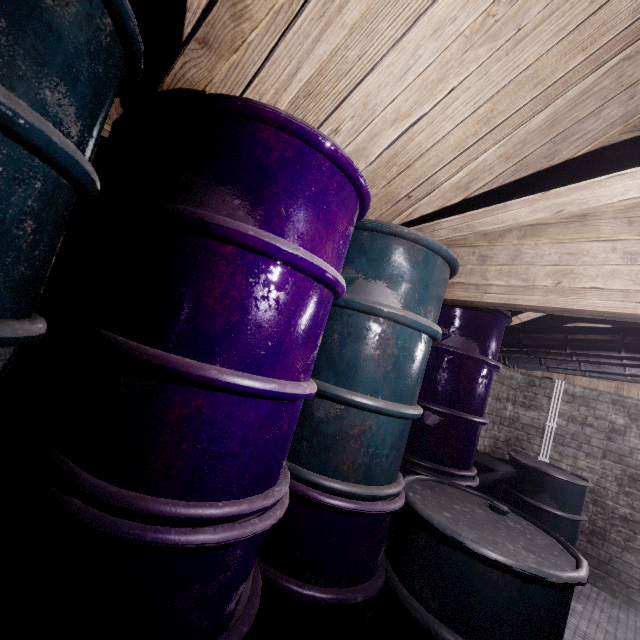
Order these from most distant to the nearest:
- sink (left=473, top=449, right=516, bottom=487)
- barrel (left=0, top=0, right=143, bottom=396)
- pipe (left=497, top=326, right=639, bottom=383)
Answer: sink (left=473, top=449, right=516, bottom=487)
pipe (left=497, top=326, right=639, bottom=383)
barrel (left=0, top=0, right=143, bottom=396)

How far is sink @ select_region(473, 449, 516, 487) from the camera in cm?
273

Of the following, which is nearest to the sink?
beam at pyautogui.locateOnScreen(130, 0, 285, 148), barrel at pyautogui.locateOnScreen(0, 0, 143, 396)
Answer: beam at pyautogui.locateOnScreen(130, 0, 285, 148)

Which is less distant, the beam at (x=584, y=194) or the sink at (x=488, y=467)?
the beam at (x=584, y=194)

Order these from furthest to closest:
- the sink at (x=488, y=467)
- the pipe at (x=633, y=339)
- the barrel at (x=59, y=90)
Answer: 1. the sink at (x=488, y=467)
2. the pipe at (x=633, y=339)
3. the barrel at (x=59, y=90)

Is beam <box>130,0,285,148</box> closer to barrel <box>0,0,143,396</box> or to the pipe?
barrel <box>0,0,143,396</box>

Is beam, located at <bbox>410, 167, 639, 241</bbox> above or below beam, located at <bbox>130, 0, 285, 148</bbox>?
above

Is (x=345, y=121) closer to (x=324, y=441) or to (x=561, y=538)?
(x=324, y=441)
